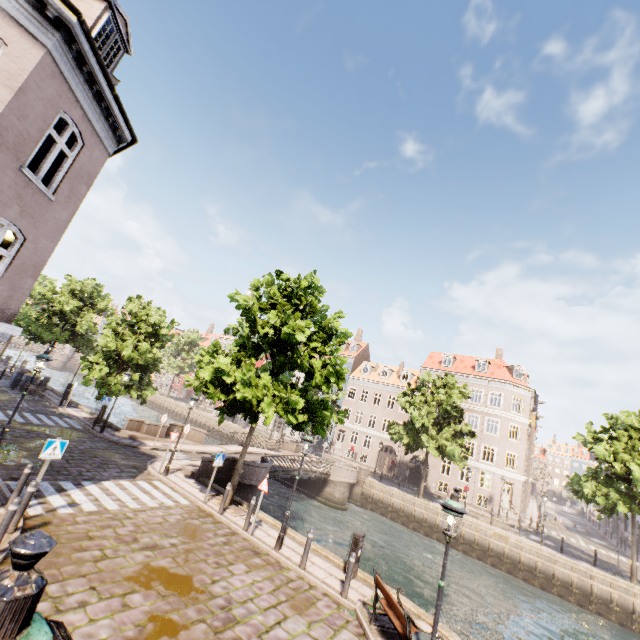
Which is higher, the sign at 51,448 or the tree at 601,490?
the tree at 601,490

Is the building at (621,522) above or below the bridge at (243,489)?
above

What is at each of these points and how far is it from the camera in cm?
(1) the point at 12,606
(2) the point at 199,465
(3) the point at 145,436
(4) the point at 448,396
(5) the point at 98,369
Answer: (1) street light, 90
(2) bridge, 1802
(3) bridge, 2023
(4) tree, 2886
(5) tree, 1998

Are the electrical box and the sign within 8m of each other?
no

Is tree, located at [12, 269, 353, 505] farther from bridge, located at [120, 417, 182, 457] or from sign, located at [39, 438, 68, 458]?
sign, located at [39, 438, 68, 458]

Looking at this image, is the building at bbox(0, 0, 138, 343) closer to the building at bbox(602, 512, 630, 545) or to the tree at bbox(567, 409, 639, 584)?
the tree at bbox(567, 409, 639, 584)

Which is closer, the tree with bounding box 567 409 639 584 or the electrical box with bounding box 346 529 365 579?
the electrical box with bounding box 346 529 365 579

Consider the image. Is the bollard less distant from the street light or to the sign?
the sign
